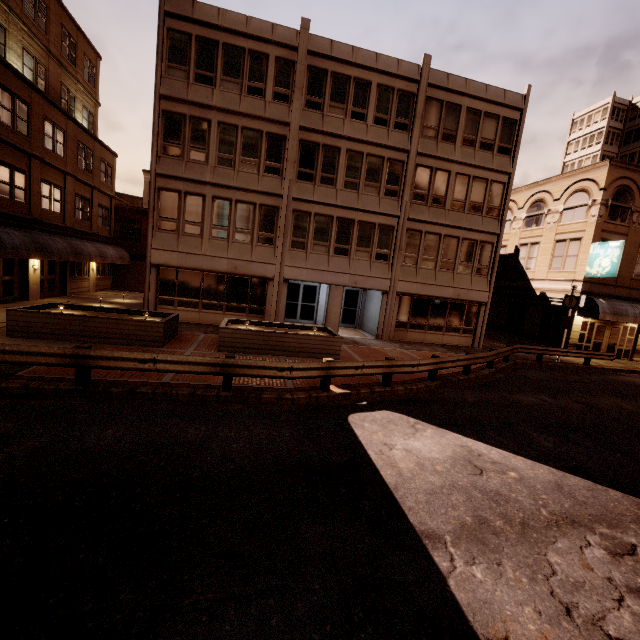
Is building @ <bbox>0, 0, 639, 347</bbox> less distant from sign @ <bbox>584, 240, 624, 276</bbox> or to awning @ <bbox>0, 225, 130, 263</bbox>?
sign @ <bbox>584, 240, 624, 276</bbox>

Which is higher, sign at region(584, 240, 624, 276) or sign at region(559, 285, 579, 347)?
sign at region(584, 240, 624, 276)

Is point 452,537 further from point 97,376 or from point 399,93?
point 399,93

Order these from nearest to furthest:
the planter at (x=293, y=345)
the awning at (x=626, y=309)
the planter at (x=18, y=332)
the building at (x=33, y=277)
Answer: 1. the planter at (x=18, y=332)
2. the planter at (x=293, y=345)
3. the building at (x=33, y=277)
4. the awning at (x=626, y=309)

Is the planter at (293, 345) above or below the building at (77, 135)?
below

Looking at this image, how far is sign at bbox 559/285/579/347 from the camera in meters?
19.2

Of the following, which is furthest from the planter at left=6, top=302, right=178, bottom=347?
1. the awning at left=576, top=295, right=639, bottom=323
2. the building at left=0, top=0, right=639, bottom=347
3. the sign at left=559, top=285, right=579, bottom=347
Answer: the awning at left=576, top=295, right=639, bottom=323

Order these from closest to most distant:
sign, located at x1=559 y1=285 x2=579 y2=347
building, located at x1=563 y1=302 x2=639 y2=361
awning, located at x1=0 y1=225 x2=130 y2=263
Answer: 1. awning, located at x1=0 y1=225 x2=130 y2=263
2. sign, located at x1=559 y1=285 x2=579 y2=347
3. building, located at x1=563 y1=302 x2=639 y2=361
